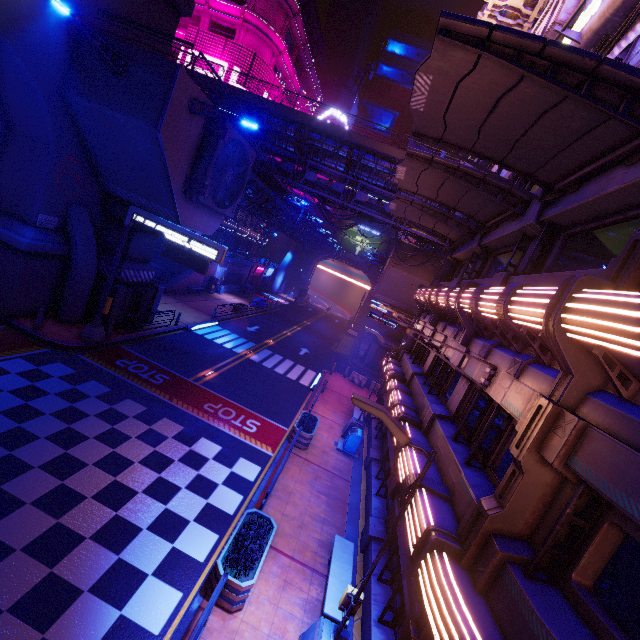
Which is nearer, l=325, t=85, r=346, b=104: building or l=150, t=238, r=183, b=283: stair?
l=150, t=238, r=183, b=283: stair

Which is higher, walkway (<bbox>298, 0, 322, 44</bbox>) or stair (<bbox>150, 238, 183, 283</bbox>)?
walkway (<bbox>298, 0, 322, 44</bbox>)

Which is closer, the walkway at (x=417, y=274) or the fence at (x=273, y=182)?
the fence at (x=273, y=182)

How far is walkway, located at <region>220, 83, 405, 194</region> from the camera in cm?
2614

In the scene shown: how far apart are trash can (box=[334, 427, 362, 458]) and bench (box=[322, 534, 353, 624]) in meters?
6.1

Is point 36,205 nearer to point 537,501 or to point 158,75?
point 158,75

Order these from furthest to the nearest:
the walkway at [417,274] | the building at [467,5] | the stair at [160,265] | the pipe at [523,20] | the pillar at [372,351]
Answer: the building at [467,5], the pillar at [372,351], the stair at [160,265], the walkway at [417,274], the pipe at [523,20]

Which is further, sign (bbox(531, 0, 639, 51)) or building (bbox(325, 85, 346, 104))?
building (bbox(325, 85, 346, 104))
